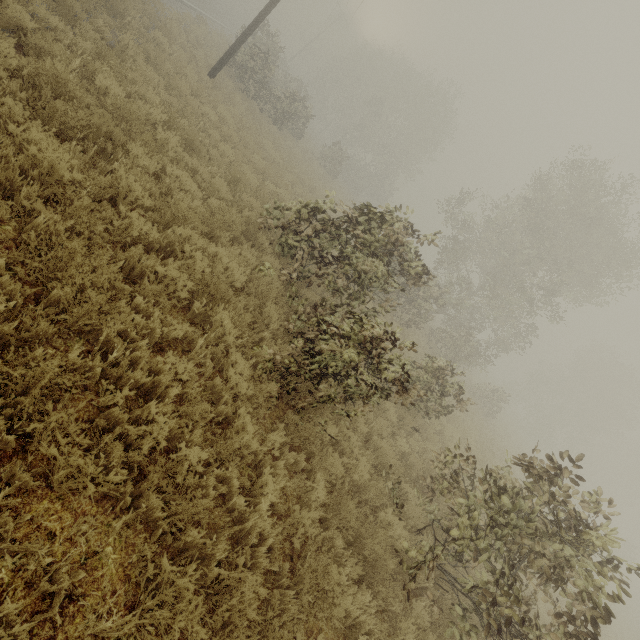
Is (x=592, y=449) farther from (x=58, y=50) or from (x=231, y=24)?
(x=231, y=24)
